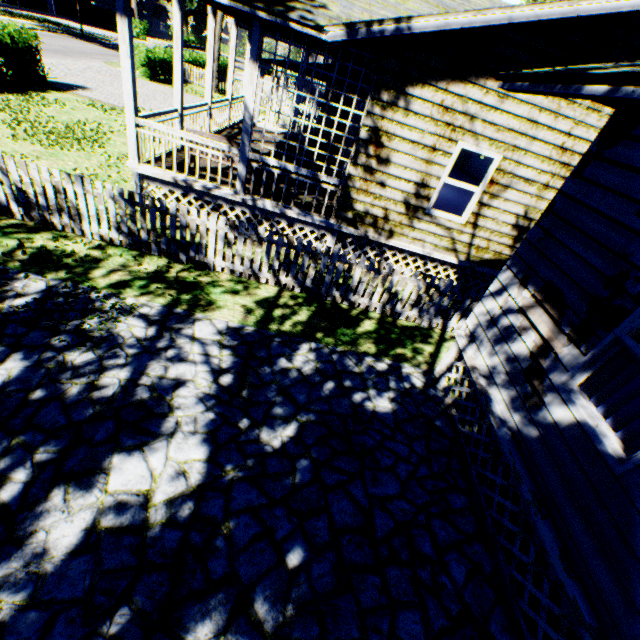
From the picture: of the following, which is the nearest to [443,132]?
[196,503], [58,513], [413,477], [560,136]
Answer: [560,136]

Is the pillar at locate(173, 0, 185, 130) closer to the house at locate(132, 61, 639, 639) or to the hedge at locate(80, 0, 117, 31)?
Result: the house at locate(132, 61, 639, 639)

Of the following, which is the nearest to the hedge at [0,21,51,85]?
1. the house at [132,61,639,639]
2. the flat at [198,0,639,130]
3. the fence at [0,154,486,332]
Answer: the fence at [0,154,486,332]

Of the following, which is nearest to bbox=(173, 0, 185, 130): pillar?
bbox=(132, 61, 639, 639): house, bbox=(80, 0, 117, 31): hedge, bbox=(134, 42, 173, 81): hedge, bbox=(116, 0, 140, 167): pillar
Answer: bbox=(116, 0, 140, 167): pillar

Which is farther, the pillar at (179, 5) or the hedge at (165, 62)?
the hedge at (165, 62)

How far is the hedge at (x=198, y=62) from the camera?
28.1 meters

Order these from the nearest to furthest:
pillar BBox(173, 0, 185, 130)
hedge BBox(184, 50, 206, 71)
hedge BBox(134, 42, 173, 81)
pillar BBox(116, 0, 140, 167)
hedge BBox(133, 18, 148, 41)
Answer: pillar BBox(116, 0, 140, 167) < pillar BBox(173, 0, 185, 130) < hedge BBox(134, 42, 173, 81) < hedge BBox(184, 50, 206, 71) < hedge BBox(133, 18, 148, 41)

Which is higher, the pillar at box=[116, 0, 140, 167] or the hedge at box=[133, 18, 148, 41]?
the pillar at box=[116, 0, 140, 167]
